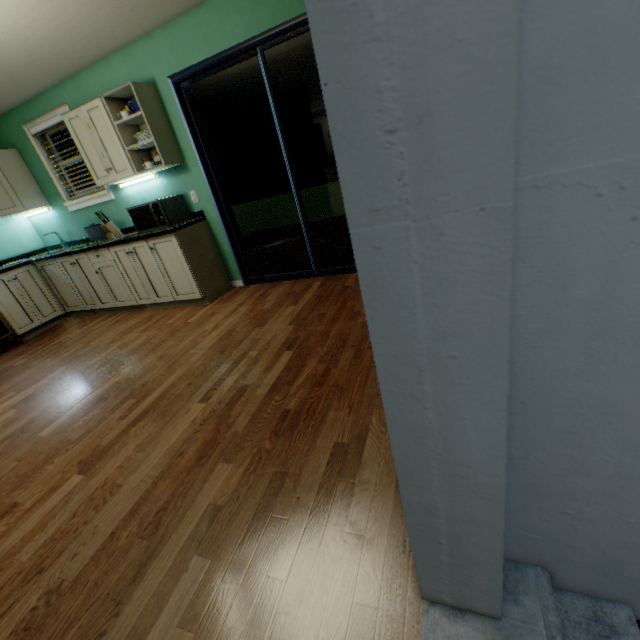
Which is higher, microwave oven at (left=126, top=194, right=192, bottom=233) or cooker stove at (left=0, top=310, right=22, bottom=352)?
microwave oven at (left=126, top=194, right=192, bottom=233)

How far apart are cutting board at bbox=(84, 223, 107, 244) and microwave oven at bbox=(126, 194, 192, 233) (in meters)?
0.84

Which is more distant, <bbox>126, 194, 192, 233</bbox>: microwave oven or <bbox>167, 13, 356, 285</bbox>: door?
<bbox>126, 194, 192, 233</bbox>: microwave oven

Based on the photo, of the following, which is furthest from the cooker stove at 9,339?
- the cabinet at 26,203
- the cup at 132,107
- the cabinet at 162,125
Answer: the cup at 132,107

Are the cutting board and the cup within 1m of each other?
no

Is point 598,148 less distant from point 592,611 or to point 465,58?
point 465,58

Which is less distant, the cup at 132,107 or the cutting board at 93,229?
the cup at 132,107

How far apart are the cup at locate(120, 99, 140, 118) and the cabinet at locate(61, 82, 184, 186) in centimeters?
6cm
